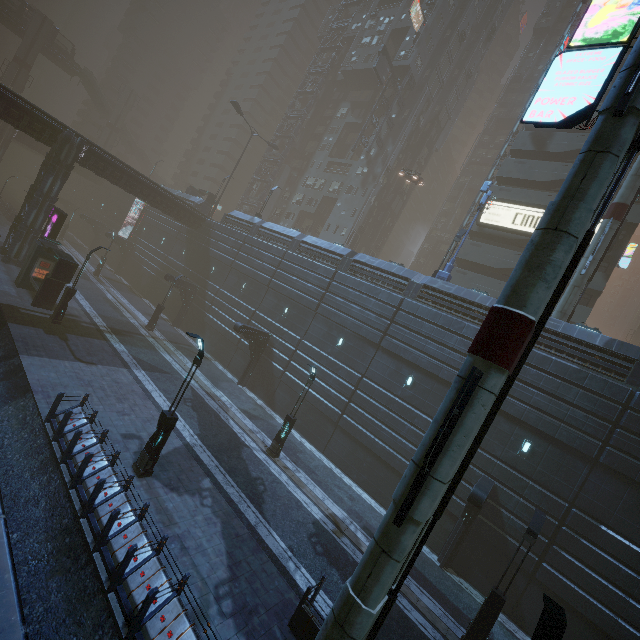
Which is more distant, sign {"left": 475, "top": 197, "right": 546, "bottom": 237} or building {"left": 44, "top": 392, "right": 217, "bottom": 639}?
sign {"left": 475, "top": 197, "right": 546, "bottom": 237}

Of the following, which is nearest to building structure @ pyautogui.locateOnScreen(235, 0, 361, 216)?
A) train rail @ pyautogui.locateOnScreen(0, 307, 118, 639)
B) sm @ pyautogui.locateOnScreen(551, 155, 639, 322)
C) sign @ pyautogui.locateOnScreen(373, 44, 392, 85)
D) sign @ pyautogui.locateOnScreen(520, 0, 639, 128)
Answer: sign @ pyautogui.locateOnScreen(373, 44, 392, 85)

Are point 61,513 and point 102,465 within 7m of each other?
yes

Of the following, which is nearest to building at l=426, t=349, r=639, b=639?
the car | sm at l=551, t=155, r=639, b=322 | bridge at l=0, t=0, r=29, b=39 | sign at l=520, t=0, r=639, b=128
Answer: sign at l=520, t=0, r=639, b=128

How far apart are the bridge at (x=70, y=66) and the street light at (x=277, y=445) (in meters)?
75.62

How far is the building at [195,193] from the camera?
39.8m

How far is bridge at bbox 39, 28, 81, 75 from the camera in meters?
54.5 m

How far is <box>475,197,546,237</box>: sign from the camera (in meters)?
28.58
